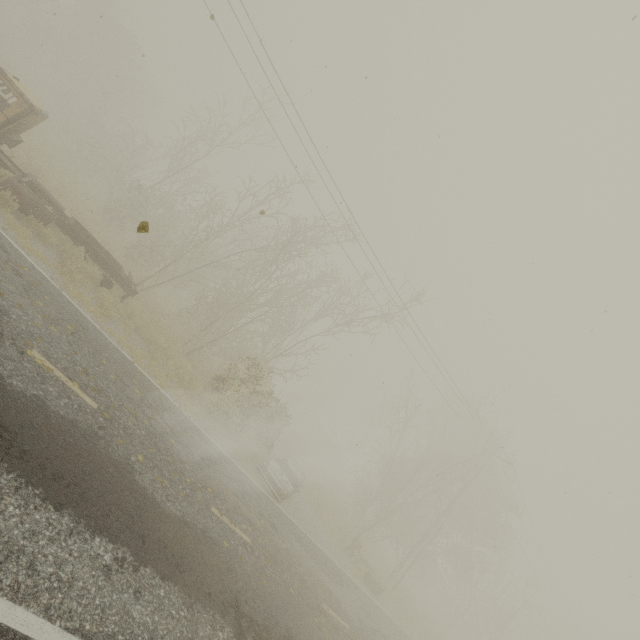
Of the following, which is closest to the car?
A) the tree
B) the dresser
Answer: the dresser

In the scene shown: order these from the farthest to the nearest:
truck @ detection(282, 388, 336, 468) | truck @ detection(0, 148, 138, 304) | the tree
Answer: truck @ detection(282, 388, 336, 468) → the tree → truck @ detection(0, 148, 138, 304)

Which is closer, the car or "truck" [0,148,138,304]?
"truck" [0,148,138,304]

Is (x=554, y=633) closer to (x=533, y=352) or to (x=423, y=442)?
(x=423, y=442)

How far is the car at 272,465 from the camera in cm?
1284

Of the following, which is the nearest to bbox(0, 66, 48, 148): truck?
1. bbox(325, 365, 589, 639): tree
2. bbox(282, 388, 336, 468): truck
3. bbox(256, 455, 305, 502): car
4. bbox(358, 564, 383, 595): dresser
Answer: bbox(256, 455, 305, 502): car

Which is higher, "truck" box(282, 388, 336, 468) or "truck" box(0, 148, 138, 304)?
"truck" box(282, 388, 336, 468)

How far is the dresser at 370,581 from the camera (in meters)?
16.25
